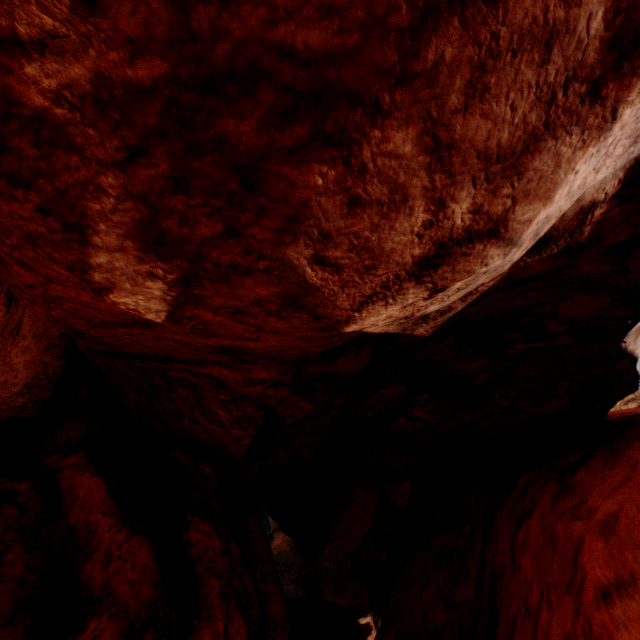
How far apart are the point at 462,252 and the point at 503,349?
2.74m
